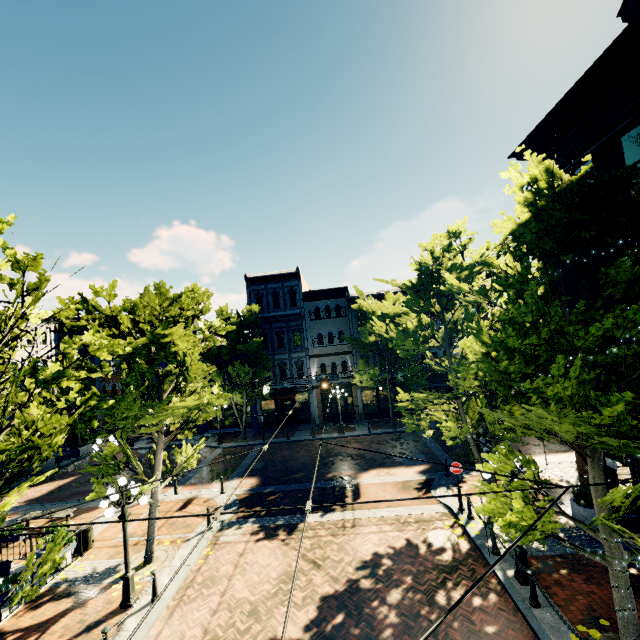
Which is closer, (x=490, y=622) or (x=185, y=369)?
(x=490, y=622)

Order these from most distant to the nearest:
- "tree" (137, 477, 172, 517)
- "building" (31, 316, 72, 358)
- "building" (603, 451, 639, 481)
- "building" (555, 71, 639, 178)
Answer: "building" (31, 316, 72, 358)
"tree" (137, 477, 172, 517)
"building" (603, 451, 639, 481)
"building" (555, 71, 639, 178)

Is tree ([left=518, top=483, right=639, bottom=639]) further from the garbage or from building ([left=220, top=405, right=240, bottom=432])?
the garbage

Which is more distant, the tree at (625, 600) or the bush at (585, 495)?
the bush at (585, 495)

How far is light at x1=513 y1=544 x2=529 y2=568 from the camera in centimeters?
889cm

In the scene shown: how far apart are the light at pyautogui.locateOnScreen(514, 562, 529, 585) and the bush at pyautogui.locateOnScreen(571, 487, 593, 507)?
3.19m

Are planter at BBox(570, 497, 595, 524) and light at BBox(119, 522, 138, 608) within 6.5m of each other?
no

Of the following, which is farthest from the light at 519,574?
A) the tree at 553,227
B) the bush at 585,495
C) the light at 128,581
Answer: the light at 128,581
